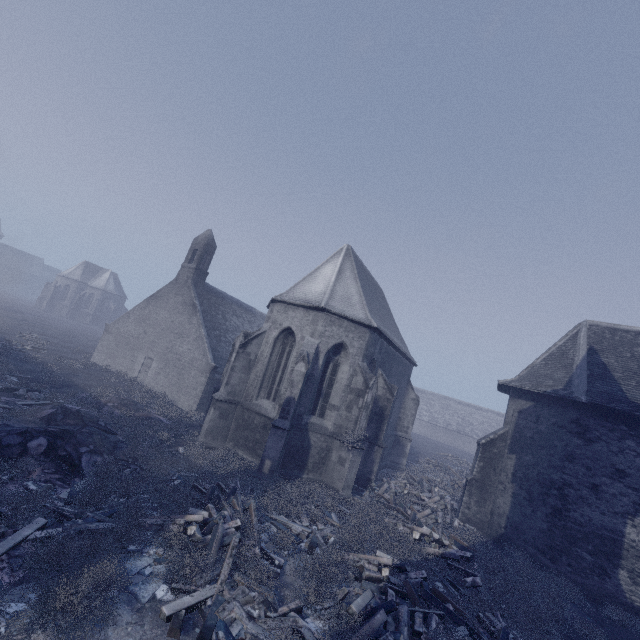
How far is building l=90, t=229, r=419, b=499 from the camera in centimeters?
1395cm

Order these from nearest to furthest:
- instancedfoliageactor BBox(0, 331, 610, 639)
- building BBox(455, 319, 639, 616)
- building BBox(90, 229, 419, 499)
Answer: instancedfoliageactor BBox(0, 331, 610, 639) → building BBox(455, 319, 639, 616) → building BBox(90, 229, 419, 499)

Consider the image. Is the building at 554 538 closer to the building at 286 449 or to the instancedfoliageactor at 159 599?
the building at 286 449

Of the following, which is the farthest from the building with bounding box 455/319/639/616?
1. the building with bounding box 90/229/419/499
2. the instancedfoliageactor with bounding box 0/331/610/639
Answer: the instancedfoliageactor with bounding box 0/331/610/639

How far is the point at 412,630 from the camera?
6.78m

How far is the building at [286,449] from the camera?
13.9 meters

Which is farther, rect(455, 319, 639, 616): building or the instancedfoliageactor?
rect(455, 319, 639, 616): building

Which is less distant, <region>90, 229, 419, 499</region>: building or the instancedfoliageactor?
the instancedfoliageactor
